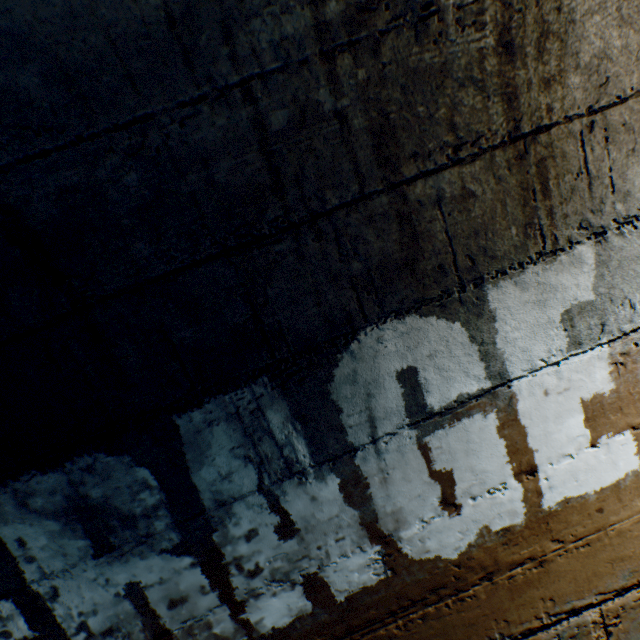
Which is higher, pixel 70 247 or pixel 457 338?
pixel 70 247
